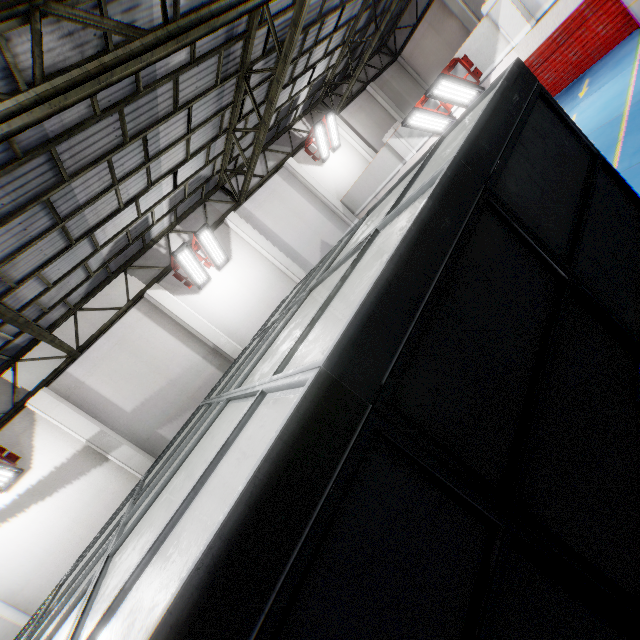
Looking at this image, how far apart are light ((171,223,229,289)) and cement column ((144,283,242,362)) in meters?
0.6 m

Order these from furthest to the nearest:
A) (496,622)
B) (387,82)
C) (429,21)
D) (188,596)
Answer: Answer:
(387,82)
(429,21)
(496,622)
(188,596)

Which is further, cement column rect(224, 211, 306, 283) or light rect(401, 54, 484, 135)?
cement column rect(224, 211, 306, 283)

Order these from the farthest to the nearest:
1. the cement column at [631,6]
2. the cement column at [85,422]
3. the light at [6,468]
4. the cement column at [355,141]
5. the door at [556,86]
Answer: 1. the cement column at [355,141]
2. the door at [556,86]
3. the cement column at [631,6]
4. the cement column at [85,422]
5. the light at [6,468]

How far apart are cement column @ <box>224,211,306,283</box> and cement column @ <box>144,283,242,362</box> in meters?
3.4

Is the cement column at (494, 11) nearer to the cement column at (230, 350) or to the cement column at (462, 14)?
the cement column at (230, 350)

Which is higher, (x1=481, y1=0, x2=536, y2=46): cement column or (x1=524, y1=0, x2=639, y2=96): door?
(x1=481, y1=0, x2=536, y2=46): cement column

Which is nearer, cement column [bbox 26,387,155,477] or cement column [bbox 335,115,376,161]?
cement column [bbox 26,387,155,477]
